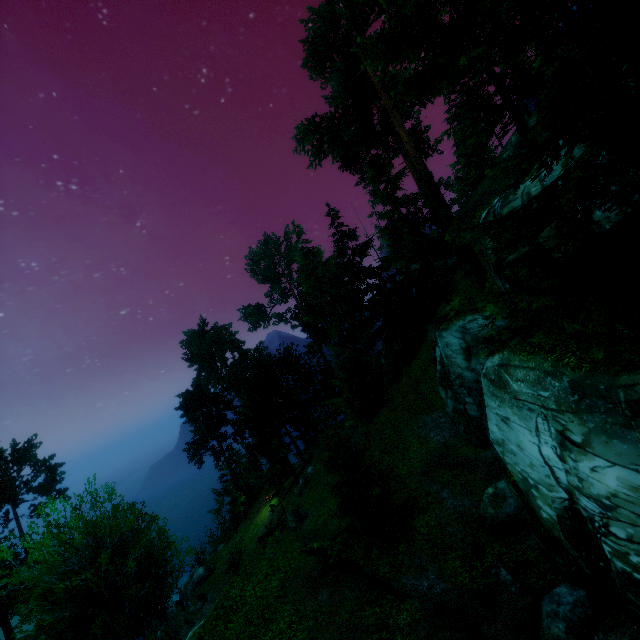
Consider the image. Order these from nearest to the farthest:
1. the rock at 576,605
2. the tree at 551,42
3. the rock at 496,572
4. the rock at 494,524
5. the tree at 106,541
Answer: the tree at 551,42 → the rock at 576,605 → the tree at 106,541 → the rock at 496,572 → the rock at 494,524

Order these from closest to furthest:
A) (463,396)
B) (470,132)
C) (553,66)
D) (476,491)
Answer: (470,132), (476,491), (463,396), (553,66)

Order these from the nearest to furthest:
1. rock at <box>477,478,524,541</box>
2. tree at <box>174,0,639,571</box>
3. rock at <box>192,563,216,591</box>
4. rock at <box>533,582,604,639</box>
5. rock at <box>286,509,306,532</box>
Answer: tree at <box>174,0,639,571</box> → rock at <box>533,582,604,639</box> → rock at <box>477,478,524,541</box> → rock at <box>286,509,306,532</box> → rock at <box>192,563,216,591</box>

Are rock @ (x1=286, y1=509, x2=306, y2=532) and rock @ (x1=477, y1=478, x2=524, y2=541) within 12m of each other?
no

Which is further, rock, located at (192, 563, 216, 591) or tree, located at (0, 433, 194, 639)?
rock, located at (192, 563, 216, 591)

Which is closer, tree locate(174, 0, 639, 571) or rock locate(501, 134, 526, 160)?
tree locate(174, 0, 639, 571)

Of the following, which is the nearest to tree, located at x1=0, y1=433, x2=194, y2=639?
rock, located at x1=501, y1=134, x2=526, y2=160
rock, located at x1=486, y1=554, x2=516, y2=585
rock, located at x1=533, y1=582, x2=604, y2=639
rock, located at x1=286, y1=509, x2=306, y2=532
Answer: rock, located at x1=286, y1=509, x2=306, y2=532

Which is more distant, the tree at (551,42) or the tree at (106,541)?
the tree at (106,541)
